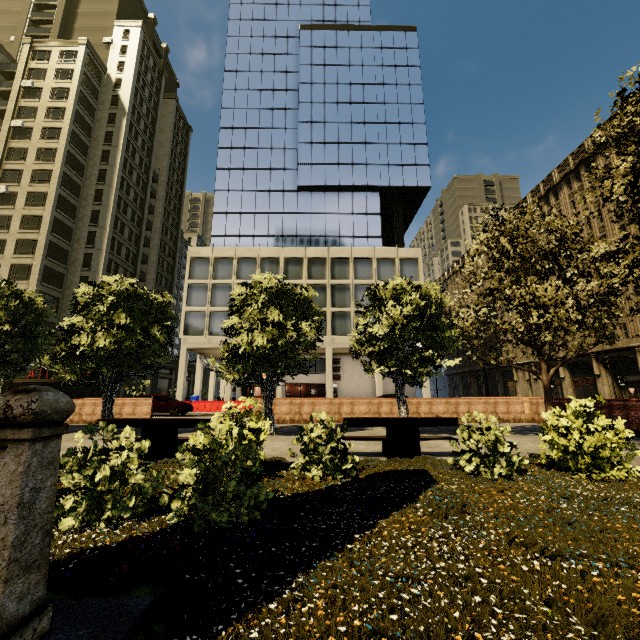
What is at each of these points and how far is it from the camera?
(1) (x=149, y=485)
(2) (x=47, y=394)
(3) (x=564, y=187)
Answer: (1) tree, 3.8m
(2) fence, 2.0m
(3) building, 39.4m

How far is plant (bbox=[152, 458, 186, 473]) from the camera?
5.7m

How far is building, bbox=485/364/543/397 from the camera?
44.6m

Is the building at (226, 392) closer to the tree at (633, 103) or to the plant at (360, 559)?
the tree at (633, 103)

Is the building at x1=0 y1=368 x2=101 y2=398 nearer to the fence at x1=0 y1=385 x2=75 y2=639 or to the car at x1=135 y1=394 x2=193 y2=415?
the car at x1=135 y1=394 x2=193 y2=415

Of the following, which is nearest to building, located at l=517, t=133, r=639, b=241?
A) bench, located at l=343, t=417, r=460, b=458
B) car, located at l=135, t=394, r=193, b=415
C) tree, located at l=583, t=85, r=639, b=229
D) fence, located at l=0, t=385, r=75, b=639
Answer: tree, located at l=583, t=85, r=639, b=229

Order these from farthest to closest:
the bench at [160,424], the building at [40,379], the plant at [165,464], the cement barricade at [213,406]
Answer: the building at [40,379], the cement barricade at [213,406], the bench at [160,424], the plant at [165,464]

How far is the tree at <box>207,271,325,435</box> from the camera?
10.9 meters
